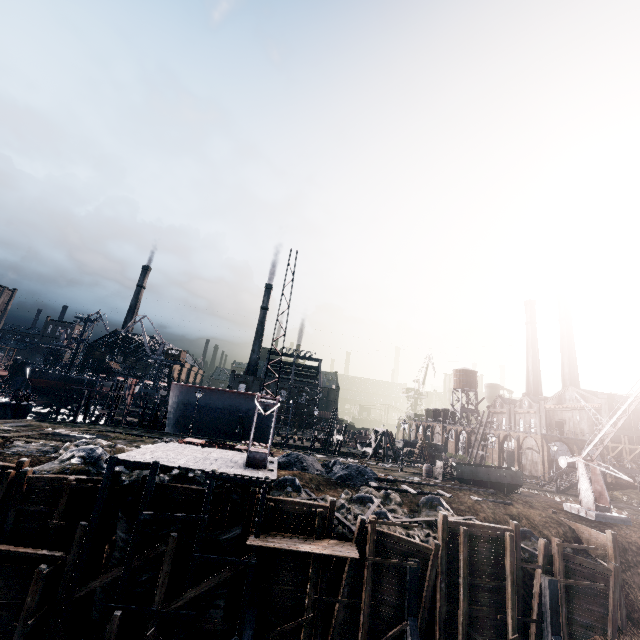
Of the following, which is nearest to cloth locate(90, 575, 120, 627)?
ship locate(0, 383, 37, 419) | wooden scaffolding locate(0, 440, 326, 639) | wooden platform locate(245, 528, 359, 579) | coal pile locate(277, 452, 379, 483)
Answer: wooden scaffolding locate(0, 440, 326, 639)

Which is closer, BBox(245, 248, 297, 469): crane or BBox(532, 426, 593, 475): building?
BBox(245, 248, 297, 469): crane

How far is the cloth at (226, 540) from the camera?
17.0m

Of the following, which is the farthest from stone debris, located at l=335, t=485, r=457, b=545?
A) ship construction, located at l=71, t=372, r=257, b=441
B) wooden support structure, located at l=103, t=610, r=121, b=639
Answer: ship construction, located at l=71, t=372, r=257, b=441

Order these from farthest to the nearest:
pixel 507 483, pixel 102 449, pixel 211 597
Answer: pixel 507 483, pixel 102 449, pixel 211 597

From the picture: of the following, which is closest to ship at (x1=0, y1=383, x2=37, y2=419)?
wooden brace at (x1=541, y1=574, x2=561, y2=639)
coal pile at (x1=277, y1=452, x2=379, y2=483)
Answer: coal pile at (x1=277, y1=452, x2=379, y2=483)

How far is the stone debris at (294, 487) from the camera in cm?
2180

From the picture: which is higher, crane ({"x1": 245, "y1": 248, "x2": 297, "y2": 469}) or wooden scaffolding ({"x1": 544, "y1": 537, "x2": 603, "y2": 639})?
crane ({"x1": 245, "y1": 248, "x2": 297, "y2": 469})
